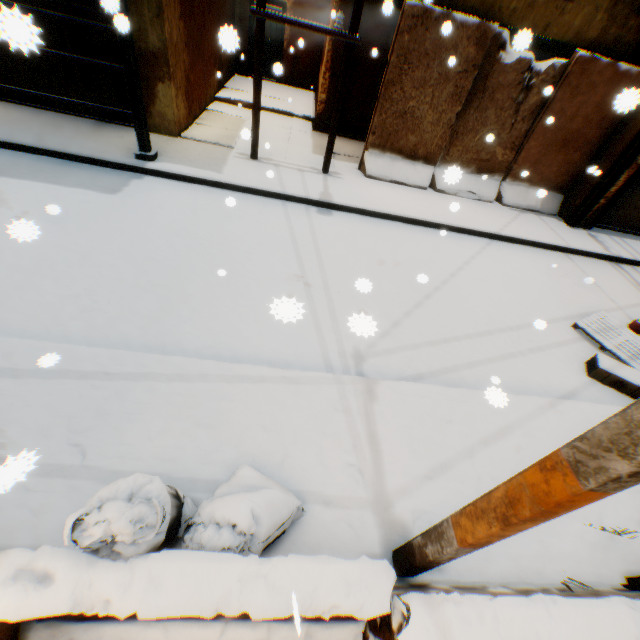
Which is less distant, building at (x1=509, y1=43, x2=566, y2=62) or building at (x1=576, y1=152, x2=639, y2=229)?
building at (x1=509, y1=43, x2=566, y2=62)

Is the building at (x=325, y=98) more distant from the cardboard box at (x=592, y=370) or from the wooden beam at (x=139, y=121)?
the cardboard box at (x=592, y=370)

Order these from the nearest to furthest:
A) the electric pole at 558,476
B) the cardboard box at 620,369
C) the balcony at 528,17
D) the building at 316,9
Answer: the electric pole at 558,476, the cardboard box at 620,369, the balcony at 528,17, the building at 316,9

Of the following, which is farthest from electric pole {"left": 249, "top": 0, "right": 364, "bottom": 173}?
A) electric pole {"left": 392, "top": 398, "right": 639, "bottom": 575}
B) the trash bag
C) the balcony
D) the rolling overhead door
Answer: the rolling overhead door

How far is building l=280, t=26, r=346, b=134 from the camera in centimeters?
931cm

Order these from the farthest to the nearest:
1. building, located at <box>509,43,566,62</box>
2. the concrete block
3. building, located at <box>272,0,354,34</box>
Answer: building, located at <box>272,0,354,34</box>
building, located at <box>509,43,566,62</box>
the concrete block

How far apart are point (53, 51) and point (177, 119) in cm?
256

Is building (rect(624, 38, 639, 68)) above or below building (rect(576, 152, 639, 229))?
above
